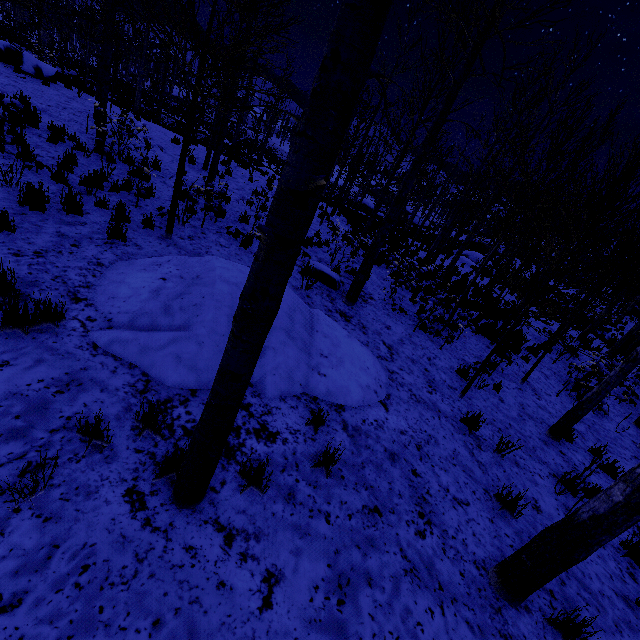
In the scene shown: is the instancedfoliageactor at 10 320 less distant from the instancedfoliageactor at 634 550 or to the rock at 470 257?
the instancedfoliageactor at 634 550

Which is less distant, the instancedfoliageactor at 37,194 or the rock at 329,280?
the instancedfoliageactor at 37,194

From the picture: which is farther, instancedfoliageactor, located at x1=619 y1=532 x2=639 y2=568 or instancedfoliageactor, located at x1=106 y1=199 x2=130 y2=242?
instancedfoliageactor, located at x1=106 y1=199 x2=130 y2=242

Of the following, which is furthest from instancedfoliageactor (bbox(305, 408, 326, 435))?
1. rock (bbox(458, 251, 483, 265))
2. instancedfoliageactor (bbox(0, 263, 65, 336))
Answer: instancedfoliageactor (bbox(0, 263, 65, 336))

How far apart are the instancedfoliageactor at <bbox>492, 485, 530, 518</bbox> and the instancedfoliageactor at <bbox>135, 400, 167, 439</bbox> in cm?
421

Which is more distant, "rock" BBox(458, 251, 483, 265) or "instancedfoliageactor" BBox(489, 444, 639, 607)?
"rock" BBox(458, 251, 483, 265)

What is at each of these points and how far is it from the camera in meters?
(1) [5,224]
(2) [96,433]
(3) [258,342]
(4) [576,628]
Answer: (1) instancedfoliageactor, 4.5
(2) instancedfoliageactor, 2.7
(3) instancedfoliageactor, 1.9
(4) instancedfoliageactor, 2.9
